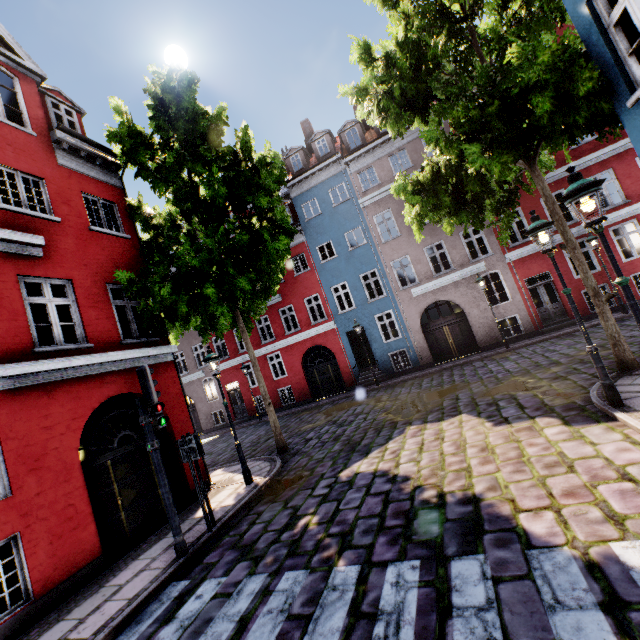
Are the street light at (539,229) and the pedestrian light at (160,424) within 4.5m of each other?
no

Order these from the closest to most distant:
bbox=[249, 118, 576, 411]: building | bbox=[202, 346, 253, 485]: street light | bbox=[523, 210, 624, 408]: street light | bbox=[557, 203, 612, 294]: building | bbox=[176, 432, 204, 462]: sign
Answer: bbox=[523, 210, 624, 408]: street light < bbox=[176, 432, 204, 462]: sign < bbox=[202, 346, 253, 485]: street light < bbox=[557, 203, 612, 294]: building < bbox=[249, 118, 576, 411]: building

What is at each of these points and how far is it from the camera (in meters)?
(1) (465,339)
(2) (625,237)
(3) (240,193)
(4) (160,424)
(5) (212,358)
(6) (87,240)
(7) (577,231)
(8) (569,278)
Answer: (1) building, 17.86
(2) building, 15.14
(3) tree, 9.13
(4) pedestrian light, 6.23
(5) street light, 8.81
(6) building, 8.91
(7) building, 15.63
(8) building, 15.90

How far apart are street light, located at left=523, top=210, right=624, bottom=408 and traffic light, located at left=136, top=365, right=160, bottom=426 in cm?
765

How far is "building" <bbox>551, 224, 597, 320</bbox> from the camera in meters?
15.7

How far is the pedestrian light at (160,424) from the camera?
6.0m

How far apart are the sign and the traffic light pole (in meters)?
0.56

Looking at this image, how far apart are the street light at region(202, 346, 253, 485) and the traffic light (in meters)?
2.51
